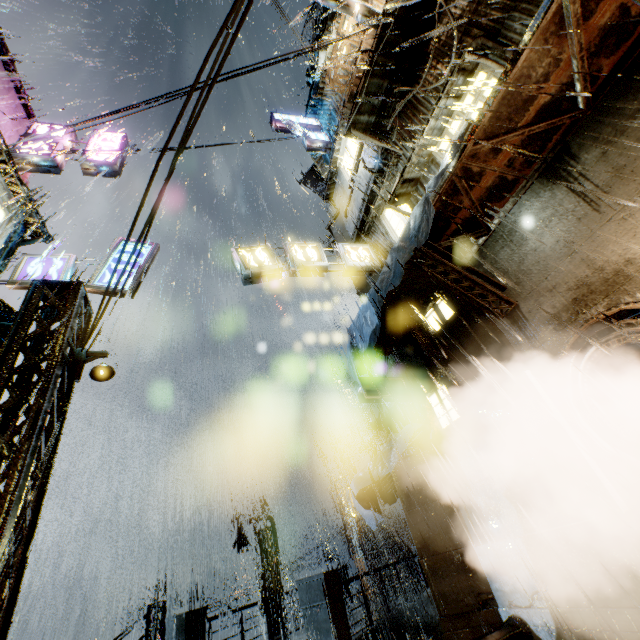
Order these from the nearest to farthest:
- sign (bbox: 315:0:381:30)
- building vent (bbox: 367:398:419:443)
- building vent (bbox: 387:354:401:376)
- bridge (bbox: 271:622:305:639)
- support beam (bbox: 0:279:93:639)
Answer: support beam (bbox: 0:279:93:639)
sign (bbox: 315:0:381:30)
bridge (bbox: 271:622:305:639)
building vent (bbox: 367:398:419:443)
building vent (bbox: 387:354:401:376)

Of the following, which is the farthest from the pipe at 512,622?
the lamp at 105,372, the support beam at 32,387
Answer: the lamp at 105,372

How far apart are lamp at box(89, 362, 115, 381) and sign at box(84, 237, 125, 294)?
2.37m

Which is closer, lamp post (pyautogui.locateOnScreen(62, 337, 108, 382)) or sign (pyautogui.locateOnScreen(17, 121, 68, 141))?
lamp post (pyautogui.locateOnScreen(62, 337, 108, 382))

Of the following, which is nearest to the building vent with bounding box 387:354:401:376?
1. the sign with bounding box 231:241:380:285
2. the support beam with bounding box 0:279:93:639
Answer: the sign with bounding box 231:241:380:285

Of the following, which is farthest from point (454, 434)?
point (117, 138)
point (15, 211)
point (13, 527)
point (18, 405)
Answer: point (117, 138)

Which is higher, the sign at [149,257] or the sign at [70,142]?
the sign at [70,142]

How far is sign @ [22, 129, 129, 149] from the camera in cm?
1223
